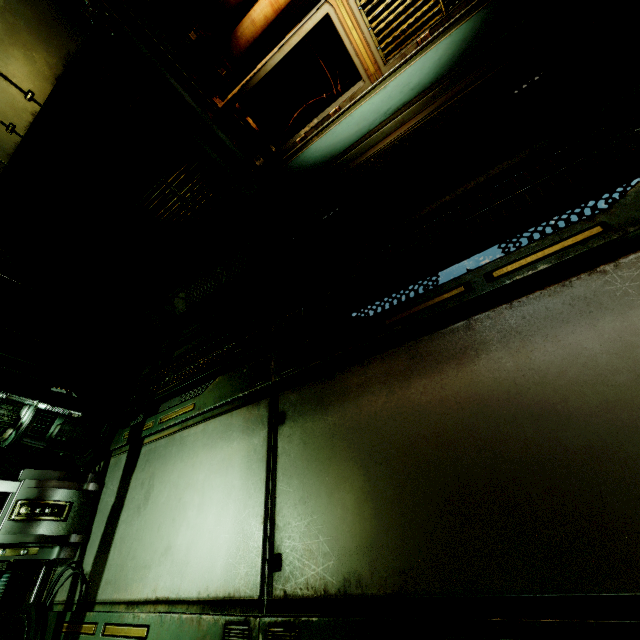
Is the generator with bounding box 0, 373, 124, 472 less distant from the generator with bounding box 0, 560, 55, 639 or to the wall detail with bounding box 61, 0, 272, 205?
the generator with bounding box 0, 560, 55, 639

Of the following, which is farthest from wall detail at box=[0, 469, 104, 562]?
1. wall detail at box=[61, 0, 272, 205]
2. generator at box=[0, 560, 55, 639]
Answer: wall detail at box=[61, 0, 272, 205]

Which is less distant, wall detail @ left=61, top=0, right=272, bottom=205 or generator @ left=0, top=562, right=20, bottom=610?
wall detail @ left=61, top=0, right=272, bottom=205

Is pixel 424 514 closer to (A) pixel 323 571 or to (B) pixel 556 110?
(A) pixel 323 571

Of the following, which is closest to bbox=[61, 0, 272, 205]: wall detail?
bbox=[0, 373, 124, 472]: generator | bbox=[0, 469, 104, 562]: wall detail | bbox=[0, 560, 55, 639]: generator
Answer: bbox=[0, 373, 124, 472]: generator

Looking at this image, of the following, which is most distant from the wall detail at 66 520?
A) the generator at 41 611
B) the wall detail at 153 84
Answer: Result: the wall detail at 153 84

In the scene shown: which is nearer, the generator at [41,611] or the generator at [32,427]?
the generator at [41,611]
